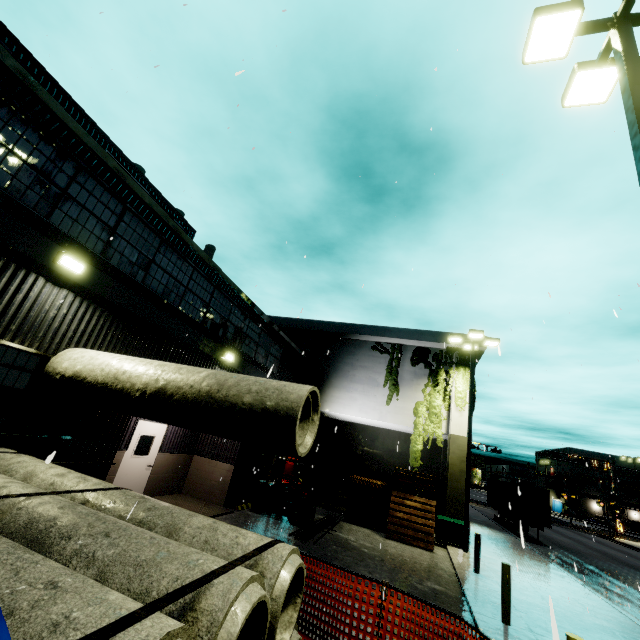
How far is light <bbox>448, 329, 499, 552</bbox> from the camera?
14.1m

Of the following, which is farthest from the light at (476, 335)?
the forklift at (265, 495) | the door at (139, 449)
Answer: the door at (139, 449)

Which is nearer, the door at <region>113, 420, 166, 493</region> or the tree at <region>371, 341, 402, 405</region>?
the door at <region>113, 420, 166, 493</region>

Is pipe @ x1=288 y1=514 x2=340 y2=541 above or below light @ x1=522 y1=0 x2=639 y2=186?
below

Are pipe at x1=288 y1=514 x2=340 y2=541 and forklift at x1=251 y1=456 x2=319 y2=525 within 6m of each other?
yes

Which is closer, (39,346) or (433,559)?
(39,346)

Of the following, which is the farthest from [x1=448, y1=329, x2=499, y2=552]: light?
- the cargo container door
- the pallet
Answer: the cargo container door

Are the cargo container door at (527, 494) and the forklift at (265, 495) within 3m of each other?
no
